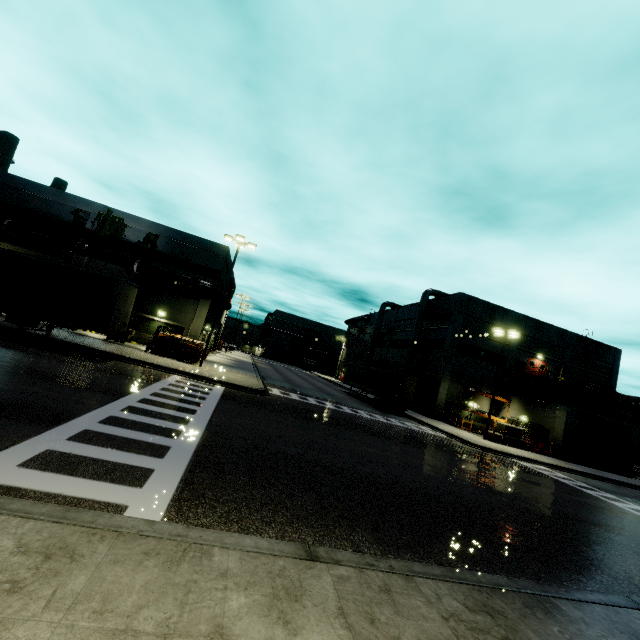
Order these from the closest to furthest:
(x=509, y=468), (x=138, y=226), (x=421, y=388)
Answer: (x=509, y=468) < (x=138, y=226) < (x=421, y=388)

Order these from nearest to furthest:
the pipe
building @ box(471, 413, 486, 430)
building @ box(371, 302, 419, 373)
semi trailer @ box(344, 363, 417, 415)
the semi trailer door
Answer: the pipe → the semi trailer door → semi trailer @ box(344, 363, 417, 415) → building @ box(471, 413, 486, 430) → building @ box(371, 302, 419, 373)

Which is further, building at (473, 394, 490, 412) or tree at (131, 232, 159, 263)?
building at (473, 394, 490, 412)

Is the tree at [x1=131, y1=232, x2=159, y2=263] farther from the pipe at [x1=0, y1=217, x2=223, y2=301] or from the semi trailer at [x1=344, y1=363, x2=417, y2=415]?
the semi trailer at [x1=344, y1=363, x2=417, y2=415]

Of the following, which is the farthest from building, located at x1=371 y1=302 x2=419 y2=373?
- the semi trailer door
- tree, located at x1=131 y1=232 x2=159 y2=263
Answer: the semi trailer door

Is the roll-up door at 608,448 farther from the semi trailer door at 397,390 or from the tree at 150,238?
the tree at 150,238

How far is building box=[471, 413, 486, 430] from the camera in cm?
3678

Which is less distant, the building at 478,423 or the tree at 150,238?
the tree at 150,238
